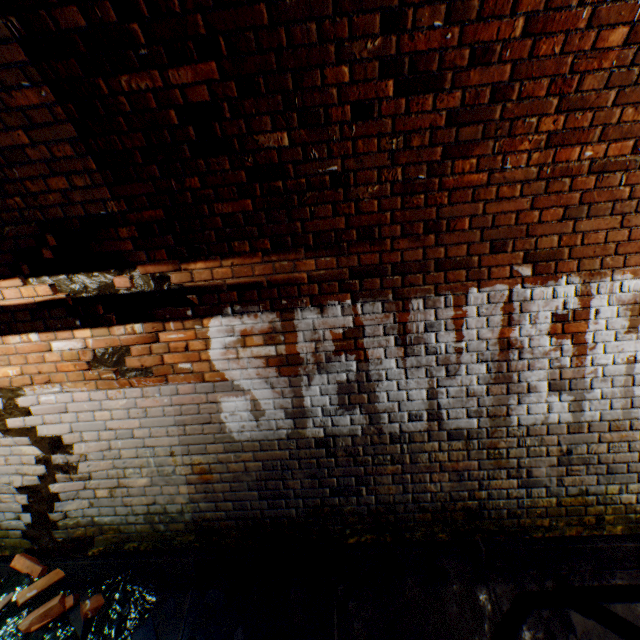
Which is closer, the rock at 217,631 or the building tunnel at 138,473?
the building tunnel at 138,473

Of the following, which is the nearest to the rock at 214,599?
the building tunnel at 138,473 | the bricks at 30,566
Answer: the building tunnel at 138,473

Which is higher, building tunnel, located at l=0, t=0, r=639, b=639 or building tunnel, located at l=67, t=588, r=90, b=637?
building tunnel, located at l=0, t=0, r=639, b=639

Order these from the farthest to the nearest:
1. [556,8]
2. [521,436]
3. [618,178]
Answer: [521,436] → [618,178] → [556,8]

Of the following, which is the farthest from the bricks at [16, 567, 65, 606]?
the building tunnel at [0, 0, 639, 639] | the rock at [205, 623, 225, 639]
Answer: the rock at [205, 623, 225, 639]

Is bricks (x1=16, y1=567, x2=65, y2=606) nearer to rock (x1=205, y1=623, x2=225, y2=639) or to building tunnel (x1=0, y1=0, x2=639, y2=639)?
building tunnel (x1=0, y1=0, x2=639, y2=639)

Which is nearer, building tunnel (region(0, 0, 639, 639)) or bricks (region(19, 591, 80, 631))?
building tunnel (region(0, 0, 639, 639))

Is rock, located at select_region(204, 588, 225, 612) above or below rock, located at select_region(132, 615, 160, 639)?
above
